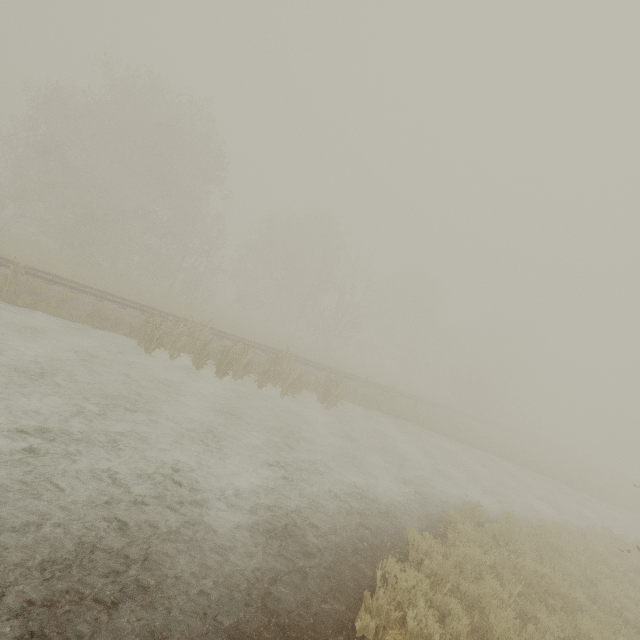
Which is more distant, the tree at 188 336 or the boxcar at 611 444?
the boxcar at 611 444

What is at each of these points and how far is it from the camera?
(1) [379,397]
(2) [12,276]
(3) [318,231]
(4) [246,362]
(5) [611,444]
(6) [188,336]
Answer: (1) tree, 20.2m
(2) tree, 11.9m
(3) tree, 38.8m
(4) tree, 14.3m
(5) boxcar, 58.2m
(6) tree, 14.9m

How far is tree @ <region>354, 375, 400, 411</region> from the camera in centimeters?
1933cm

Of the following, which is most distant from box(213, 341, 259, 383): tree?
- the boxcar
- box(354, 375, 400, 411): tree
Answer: the boxcar

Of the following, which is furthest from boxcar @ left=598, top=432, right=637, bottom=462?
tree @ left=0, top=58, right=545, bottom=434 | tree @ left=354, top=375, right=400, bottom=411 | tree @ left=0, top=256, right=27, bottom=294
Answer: tree @ left=0, top=256, right=27, bottom=294

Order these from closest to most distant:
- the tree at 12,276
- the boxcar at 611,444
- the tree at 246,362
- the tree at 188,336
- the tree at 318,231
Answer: the tree at 12,276
the tree at 188,336
the tree at 246,362
the tree at 318,231
the boxcar at 611,444

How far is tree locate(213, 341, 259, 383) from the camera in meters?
13.5 m
